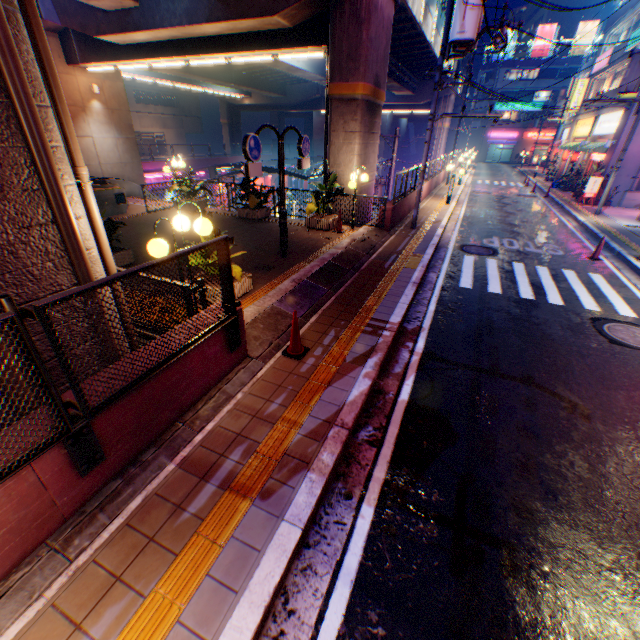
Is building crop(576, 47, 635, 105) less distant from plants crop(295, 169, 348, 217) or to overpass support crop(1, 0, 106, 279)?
overpass support crop(1, 0, 106, 279)

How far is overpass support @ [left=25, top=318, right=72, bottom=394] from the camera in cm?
382

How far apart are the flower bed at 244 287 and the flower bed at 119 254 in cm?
272

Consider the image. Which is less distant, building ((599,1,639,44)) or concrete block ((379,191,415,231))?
concrete block ((379,191,415,231))

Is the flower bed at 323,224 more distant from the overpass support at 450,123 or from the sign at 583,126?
→ the sign at 583,126

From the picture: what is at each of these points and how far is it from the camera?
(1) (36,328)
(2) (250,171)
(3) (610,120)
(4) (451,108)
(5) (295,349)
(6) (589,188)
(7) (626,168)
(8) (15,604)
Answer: (1) overpass support, 3.8m
(2) sign, 7.3m
(3) sign, 21.6m
(4) overpass support, 37.2m
(5) road cone, 5.6m
(6) sign, 19.8m
(7) building, 19.5m
(8) concrete curb, 2.6m

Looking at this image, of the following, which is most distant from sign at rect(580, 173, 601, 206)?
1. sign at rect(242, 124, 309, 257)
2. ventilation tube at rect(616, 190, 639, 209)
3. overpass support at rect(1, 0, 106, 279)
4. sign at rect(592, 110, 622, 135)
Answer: overpass support at rect(1, 0, 106, 279)

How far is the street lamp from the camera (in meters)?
4.64
